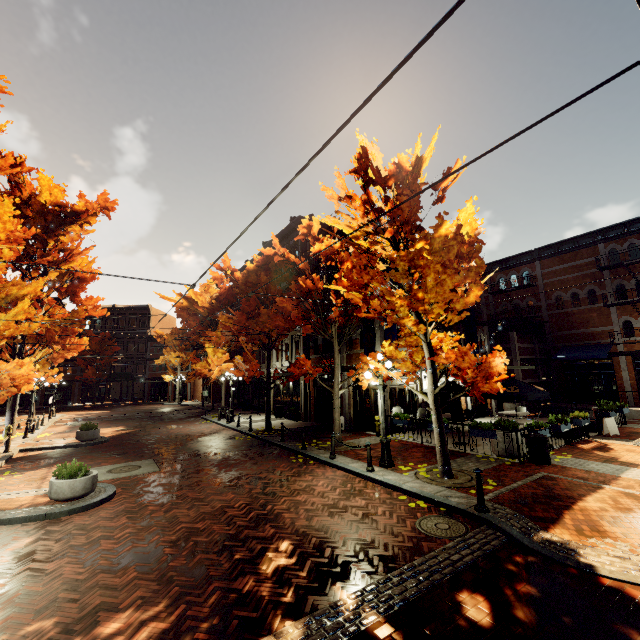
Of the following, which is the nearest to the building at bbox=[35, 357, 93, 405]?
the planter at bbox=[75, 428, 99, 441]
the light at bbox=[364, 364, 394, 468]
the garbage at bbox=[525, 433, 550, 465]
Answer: the light at bbox=[364, 364, 394, 468]

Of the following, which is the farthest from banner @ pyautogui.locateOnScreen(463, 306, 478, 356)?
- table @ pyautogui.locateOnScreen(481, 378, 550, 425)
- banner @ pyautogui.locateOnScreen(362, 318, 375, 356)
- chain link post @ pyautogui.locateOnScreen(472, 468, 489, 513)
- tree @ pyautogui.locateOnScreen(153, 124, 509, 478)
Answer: chain link post @ pyautogui.locateOnScreen(472, 468, 489, 513)

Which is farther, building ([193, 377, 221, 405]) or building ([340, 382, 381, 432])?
building ([193, 377, 221, 405])

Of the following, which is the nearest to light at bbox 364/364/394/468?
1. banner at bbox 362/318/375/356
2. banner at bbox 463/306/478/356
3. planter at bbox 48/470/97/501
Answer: banner at bbox 362/318/375/356

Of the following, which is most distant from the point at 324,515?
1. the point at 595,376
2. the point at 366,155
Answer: the point at 595,376

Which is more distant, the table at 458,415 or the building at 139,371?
the building at 139,371

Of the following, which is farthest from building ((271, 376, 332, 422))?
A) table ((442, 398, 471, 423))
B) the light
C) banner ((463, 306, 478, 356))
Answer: the light

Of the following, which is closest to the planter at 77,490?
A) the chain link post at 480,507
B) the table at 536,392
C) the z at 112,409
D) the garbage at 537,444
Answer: the chain link post at 480,507
